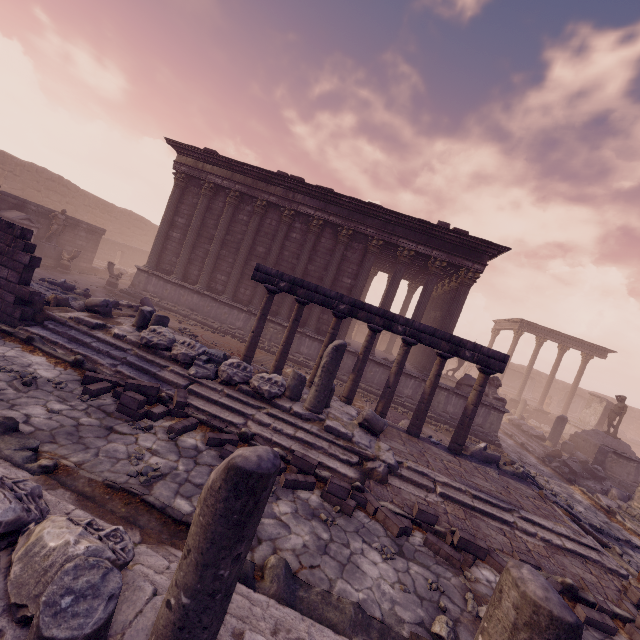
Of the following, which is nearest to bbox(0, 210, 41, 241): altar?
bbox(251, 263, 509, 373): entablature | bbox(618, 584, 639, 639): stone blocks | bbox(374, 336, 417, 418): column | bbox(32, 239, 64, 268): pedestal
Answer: bbox(32, 239, 64, 268): pedestal

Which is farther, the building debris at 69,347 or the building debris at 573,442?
the building debris at 573,442

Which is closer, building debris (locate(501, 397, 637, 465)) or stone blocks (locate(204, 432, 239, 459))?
stone blocks (locate(204, 432, 239, 459))

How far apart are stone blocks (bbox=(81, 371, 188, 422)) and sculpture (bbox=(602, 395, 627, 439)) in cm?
2066

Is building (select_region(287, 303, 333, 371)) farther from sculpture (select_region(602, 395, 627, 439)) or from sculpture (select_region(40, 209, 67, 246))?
sculpture (select_region(602, 395, 627, 439))

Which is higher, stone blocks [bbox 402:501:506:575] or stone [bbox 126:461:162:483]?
stone blocks [bbox 402:501:506:575]

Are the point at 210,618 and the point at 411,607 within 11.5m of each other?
yes

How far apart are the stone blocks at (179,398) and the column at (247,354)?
3.36m
